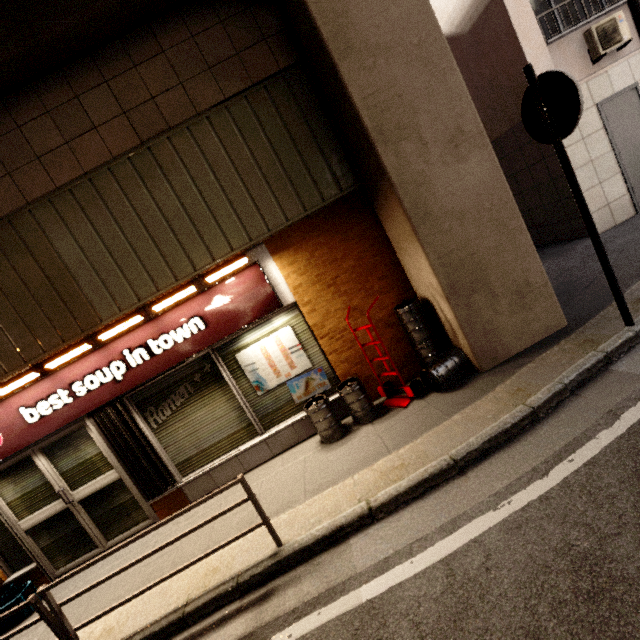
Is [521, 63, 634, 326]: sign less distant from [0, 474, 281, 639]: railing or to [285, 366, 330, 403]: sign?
[285, 366, 330, 403]: sign

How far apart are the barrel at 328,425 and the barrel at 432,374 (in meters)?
1.48

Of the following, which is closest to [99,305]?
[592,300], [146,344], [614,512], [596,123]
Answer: [146,344]

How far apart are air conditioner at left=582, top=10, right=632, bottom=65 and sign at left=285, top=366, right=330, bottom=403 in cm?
829

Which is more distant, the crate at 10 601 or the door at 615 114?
the door at 615 114

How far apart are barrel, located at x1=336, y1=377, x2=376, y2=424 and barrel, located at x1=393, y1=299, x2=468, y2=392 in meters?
0.9 m

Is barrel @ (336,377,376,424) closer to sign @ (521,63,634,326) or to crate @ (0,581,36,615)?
sign @ (521,63,634,326)

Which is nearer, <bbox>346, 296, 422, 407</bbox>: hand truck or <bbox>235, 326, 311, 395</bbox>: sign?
<bbox>346, 296, 422, 407</bbox>: hand truck
